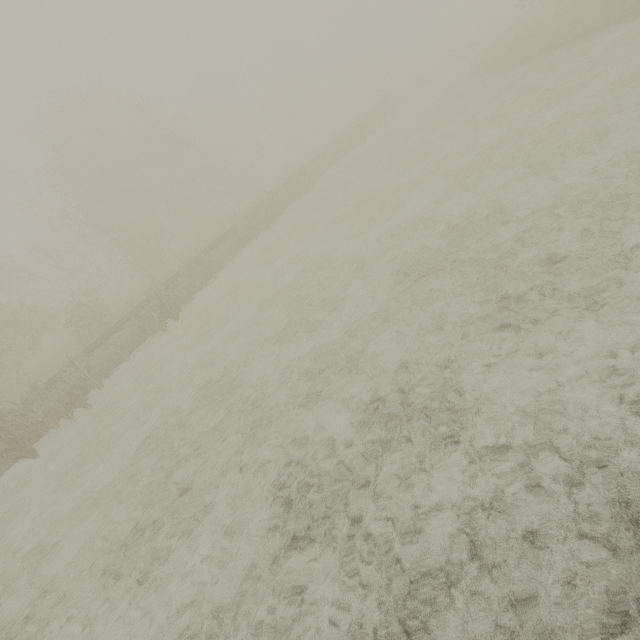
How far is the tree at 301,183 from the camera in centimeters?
2242cm

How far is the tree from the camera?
22.42m

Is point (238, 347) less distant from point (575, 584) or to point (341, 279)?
point (341, 279)
